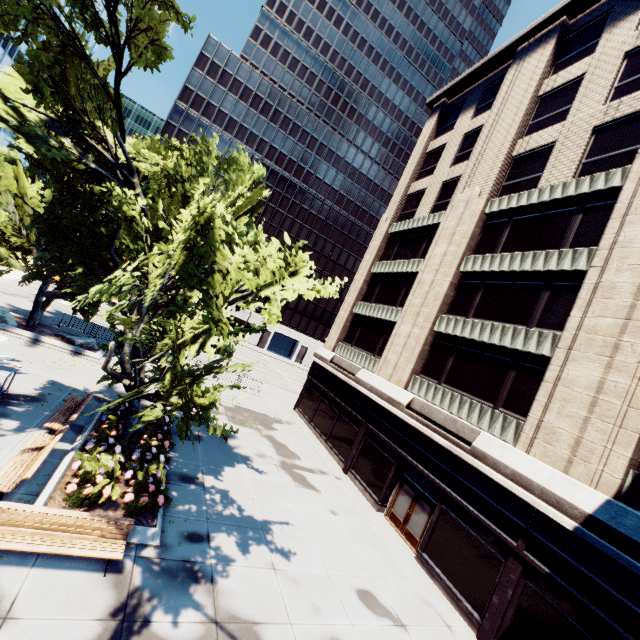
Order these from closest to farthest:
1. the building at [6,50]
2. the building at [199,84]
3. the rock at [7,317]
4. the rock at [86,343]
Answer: the rock at [7,317]
the rock at [86,343]
the building at [6,50]
the building at [199,84]

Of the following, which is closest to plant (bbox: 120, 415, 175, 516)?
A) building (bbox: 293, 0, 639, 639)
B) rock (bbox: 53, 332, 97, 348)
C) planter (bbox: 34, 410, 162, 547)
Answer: planter (bbox: 34, 410, 162, 547)

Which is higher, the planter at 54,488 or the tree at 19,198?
the tree at 19,198

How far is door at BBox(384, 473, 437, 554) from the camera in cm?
1438

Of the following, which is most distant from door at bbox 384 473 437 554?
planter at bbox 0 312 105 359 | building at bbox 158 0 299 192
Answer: building at bbox 158 0 299 192

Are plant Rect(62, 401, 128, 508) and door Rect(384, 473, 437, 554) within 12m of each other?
no

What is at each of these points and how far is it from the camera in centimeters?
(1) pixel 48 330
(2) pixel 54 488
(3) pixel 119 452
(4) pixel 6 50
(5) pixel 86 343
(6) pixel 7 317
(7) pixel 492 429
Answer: (1) planter, 2034cm
(2) planter, 874cm
(3) plant, 1075cm
(4) building, 5350cm
(5) rock, 2020cm
(6) rock, 1828cm
(7) building, 1360cm

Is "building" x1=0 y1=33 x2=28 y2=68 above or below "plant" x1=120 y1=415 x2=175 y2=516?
above
